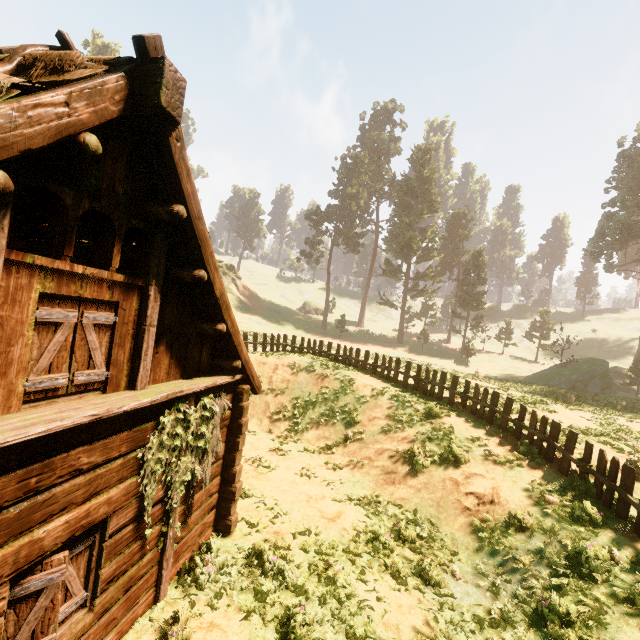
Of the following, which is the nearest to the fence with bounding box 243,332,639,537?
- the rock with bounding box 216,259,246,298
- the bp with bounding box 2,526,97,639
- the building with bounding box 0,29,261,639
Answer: the building with bounding box 0,29,261,639

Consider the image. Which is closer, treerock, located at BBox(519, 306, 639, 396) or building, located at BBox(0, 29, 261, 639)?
building, located at BBox(0, 29, 261, 639)

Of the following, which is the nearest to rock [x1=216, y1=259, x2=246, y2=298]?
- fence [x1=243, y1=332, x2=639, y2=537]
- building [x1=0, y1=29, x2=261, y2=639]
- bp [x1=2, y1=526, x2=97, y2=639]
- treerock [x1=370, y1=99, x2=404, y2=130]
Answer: treerock [x1=370, y1=99, x2=404, y2=130]

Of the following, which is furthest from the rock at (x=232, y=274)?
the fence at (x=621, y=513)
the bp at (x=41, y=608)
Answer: the bp at (x=41, y=608)

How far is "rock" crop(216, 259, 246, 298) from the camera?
52.6 meters

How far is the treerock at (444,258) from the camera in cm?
4869

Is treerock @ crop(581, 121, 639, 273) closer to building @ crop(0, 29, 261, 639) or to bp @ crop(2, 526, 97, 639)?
building @ crop(0, 29, 261, 639)

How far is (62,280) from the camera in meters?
3.6
